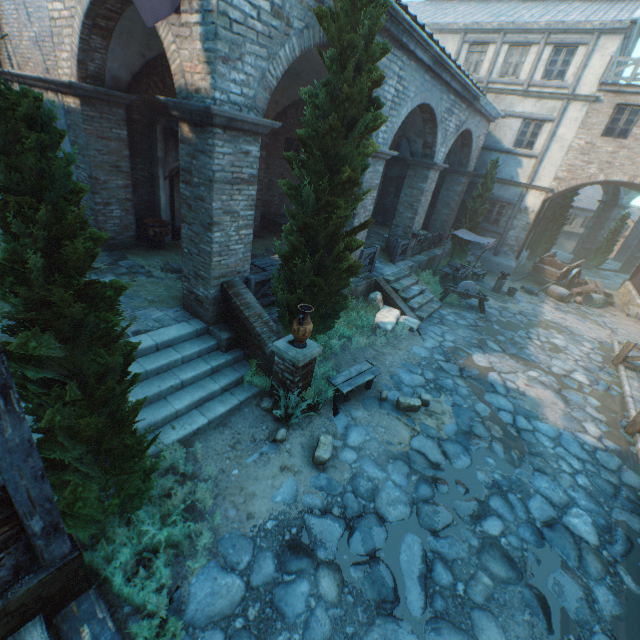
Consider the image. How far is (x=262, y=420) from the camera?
6.1 meters

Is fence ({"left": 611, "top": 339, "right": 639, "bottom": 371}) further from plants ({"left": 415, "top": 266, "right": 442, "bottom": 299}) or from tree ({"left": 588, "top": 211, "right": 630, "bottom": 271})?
tree ({"left": 588, "top": 211, "right": 630, "bottom": 271})

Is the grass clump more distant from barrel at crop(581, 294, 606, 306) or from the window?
barrel at crop(581, 294, 606, 306)

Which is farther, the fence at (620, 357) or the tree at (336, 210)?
the fence at (620, 357)

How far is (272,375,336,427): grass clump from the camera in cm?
593

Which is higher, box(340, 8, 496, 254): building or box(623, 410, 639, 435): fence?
box(340, 8, 496, 254): building

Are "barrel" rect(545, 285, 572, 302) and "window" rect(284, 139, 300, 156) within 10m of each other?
no

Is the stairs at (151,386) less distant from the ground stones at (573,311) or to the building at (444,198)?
the building at (444,198)
